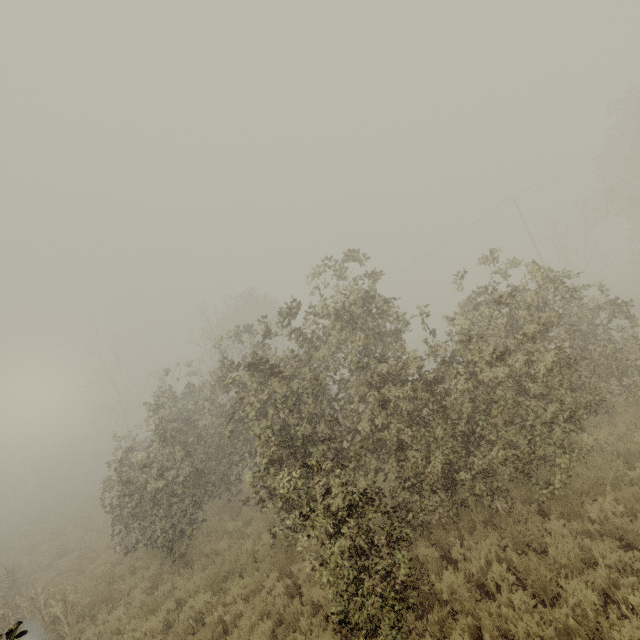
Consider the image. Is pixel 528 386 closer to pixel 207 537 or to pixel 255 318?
pixel 207 537
